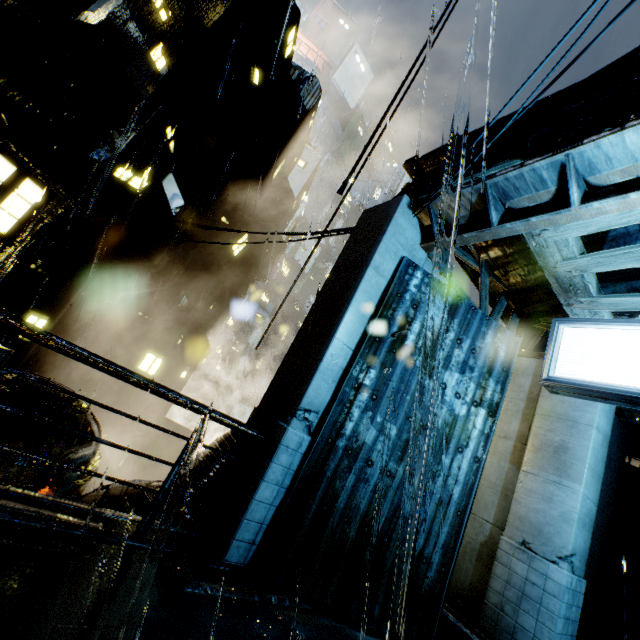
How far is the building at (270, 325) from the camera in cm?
897

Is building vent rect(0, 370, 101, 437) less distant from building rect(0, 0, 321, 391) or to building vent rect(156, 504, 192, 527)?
building rect(0, 0, 321, 391)

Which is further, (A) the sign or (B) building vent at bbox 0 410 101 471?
(B) building vent at bbox 0 410 101 471

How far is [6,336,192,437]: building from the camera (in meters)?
16.78

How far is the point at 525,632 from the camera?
5.98m

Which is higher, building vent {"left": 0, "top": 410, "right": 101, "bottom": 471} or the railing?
the railing

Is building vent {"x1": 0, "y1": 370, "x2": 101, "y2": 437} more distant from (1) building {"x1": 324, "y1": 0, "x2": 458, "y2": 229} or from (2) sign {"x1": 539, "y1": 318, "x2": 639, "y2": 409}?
(2) sign {"x1": 539, "y1": 318, "x2": 639, "y2": 409}

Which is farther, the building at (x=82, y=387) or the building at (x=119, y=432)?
the building at (x=119, y=432)
